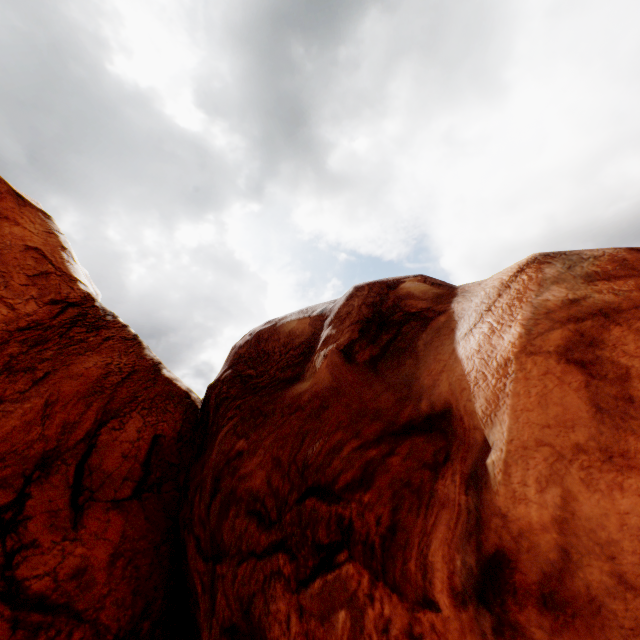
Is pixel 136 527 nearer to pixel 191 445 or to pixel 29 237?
pixel 191 445
